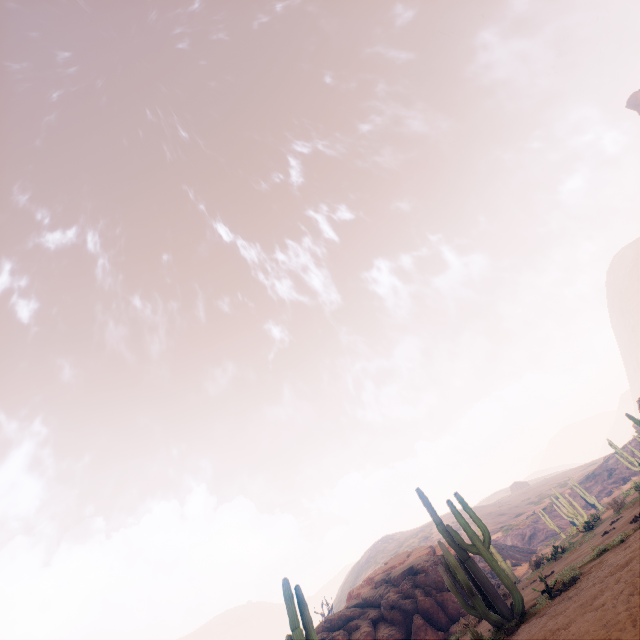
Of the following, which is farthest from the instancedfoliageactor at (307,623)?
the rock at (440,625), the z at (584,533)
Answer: the rock at (440,625)

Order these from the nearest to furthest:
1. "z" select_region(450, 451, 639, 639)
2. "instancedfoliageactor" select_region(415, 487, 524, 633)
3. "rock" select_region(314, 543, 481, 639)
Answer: "z" select_region(450, 451, 639, 639) < "instancedfoliageactor" select_region(415, 487, 524, 633) < "rock" select_region(314, 543, 481, 639)

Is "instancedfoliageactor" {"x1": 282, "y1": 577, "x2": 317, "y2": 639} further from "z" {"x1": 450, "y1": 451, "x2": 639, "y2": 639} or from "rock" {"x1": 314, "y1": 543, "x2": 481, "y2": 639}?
"rock" {"x1": 314, "y1": 543, "x2": 481, "y2": 639}

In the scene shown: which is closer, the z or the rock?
the z

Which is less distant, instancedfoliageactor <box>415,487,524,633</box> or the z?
the z

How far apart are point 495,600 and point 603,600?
4.8m

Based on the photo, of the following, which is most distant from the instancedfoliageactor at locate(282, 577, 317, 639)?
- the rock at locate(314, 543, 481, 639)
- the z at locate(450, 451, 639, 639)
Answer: the rock at locate(314, 543, 481, 639)

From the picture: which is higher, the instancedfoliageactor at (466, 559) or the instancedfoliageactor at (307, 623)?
the instancedfoliageactor at (307, 623)
